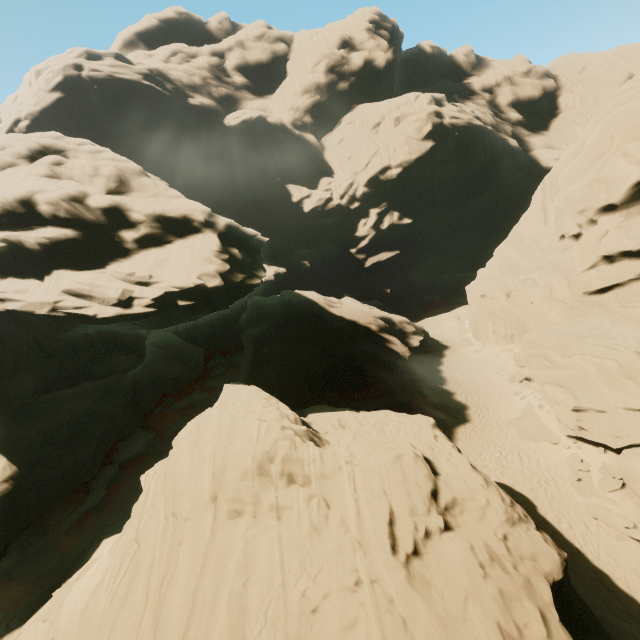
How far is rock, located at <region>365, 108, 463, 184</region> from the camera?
58.06m

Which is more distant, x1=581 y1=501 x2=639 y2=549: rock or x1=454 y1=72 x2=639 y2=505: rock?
x1=454 y1=72 x2=639 y2=505: rock

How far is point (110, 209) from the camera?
23.8 meters

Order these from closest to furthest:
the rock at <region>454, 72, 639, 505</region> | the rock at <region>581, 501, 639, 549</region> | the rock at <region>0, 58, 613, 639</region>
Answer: the rock at <region>0, 58, 613, 639</region> → the rock at <region>581, 501, 639, 549</region> → the rock at <region>454, 72, 639, 505</region>

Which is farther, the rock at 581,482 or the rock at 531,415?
the rock at 531,415

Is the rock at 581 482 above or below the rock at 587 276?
below
